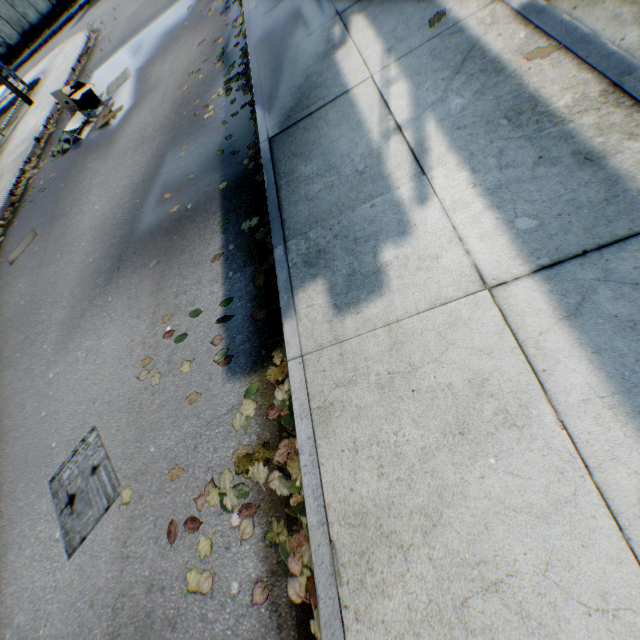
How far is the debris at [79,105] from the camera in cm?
824

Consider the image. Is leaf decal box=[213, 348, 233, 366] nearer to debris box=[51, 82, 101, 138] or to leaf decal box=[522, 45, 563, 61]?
leaf decal box=[522, 45, 563, 61]

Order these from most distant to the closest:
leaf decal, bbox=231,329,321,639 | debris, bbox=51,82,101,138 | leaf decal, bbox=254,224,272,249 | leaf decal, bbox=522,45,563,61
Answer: debris, bbox=51,82,101,138, leaf decal, bbox=254,224,272,249, leaf decal, bbox=522,45,563,61, leaf decal, bbox=231,329,321,639

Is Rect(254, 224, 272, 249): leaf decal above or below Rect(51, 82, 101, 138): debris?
below

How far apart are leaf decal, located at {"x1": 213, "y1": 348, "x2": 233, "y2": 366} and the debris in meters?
9.7

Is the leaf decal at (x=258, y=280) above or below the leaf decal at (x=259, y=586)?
above

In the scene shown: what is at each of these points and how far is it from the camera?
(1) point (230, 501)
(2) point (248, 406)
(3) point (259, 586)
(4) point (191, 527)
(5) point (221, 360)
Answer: (1) leaf decal, 2.4 meters
(2) leaf decal, 2.6 meters
(3) leaf decal, 2.0 meters
(4) leaf decal, 2.4 meters
(5) leaf decal, 3.0 meters

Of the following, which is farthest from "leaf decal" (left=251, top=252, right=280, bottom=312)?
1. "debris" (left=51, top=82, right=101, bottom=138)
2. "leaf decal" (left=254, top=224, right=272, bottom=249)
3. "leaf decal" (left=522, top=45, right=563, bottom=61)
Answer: "debris" (left=51, top=82, right=101, bottom=138)
